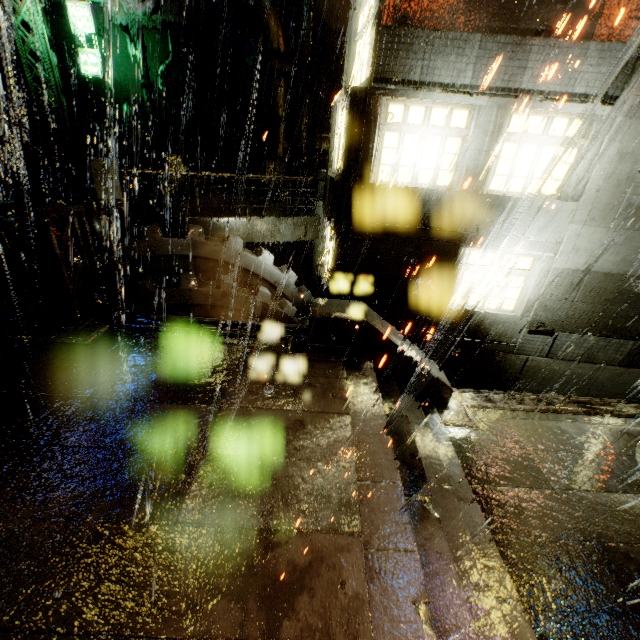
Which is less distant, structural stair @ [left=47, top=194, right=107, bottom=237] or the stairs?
the stairs

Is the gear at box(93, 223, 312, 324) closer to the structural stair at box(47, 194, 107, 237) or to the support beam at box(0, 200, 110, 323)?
the support beam at box(0, 200, 110, 323)

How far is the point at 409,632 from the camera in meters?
2.8

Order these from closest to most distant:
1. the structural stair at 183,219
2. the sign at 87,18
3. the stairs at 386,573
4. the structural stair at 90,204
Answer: the stairs at 386,573 < the structural stair at 90,204 < the structural stair at 183,219 < the sign at 87,18

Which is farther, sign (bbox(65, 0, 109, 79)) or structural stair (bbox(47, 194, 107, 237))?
sign (bbox(65, 0, 109, 79))

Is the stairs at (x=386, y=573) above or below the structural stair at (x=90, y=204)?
below

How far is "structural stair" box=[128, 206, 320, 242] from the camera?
9.67m

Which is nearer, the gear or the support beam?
the support beam
